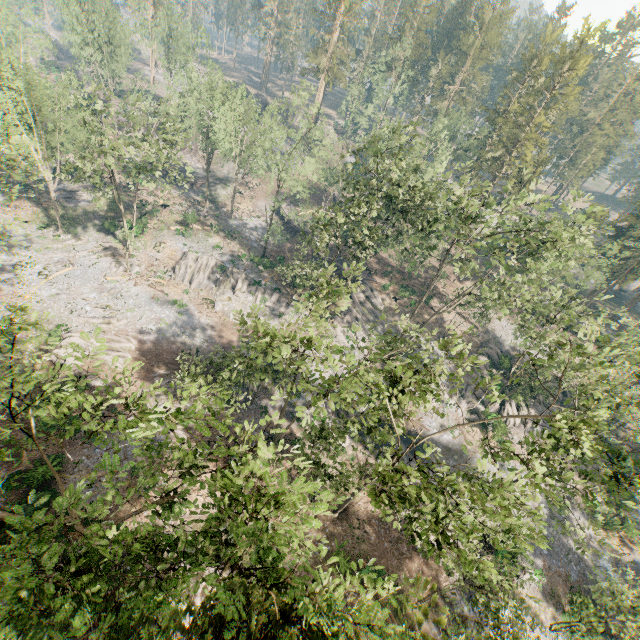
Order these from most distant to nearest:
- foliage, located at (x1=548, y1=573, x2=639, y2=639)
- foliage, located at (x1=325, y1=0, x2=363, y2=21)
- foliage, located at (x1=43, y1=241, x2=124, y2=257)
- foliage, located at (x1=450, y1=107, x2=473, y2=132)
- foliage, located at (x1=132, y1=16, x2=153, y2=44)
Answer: foliage, located at (x1=450, y1=107, x2=473, y2=132) < foliage, located at (x1=325, y1=0, x2=363, y2=21) < foliage, located at (x1=132, y1=16, x2=153, y2=44) < foliage, located at (x1=43, y1=241, x2=124, y2=257) < foliage, located at (x1=548, y1=573, x2=639, y2=639)

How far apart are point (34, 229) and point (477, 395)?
62.78m

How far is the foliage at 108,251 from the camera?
40.2 meters

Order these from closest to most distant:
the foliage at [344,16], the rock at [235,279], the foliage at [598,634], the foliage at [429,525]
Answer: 1. the foliage at [429,525]
2. the foliage at [598,634]
3. the rock at [235,279]
4. the foliage at [344,16]

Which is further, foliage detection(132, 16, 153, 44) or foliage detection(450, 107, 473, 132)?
foliage detection(450, 107, 473, 132)

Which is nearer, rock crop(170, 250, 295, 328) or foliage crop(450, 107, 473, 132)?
rock crop(170, 250, 295, 328)
